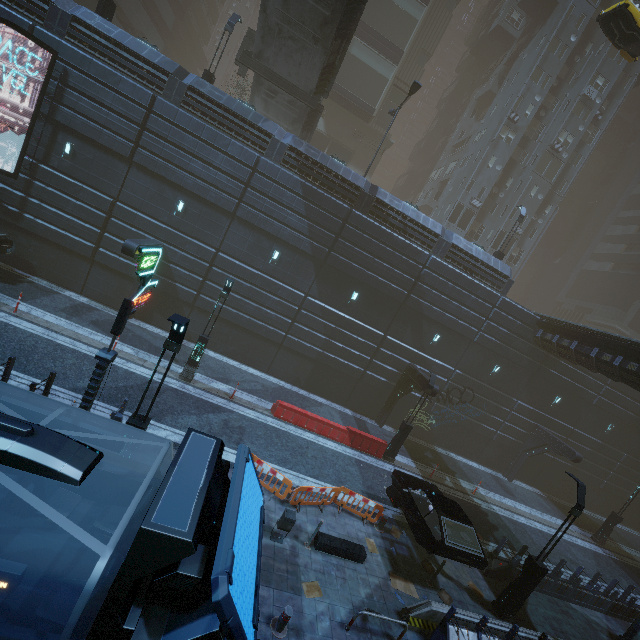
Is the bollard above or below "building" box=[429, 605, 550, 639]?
below

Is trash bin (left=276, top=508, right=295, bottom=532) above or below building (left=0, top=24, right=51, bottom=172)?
below

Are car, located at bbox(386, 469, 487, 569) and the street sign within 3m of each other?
no

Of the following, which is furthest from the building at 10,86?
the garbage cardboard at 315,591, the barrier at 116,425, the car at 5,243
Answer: the garbage cardboard at 315,591

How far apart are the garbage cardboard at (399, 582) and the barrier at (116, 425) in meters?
9.1

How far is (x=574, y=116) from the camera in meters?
33.6 m

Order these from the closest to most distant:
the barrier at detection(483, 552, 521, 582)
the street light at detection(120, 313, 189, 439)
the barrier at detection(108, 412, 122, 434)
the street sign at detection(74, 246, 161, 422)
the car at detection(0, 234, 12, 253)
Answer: the street light at detection(120, 313, 189, 439) < the street sign at detection(74, 246, 161, 422) < the barrier at detection(108, 412, 122, 434) < the barrier at detection(483, 552, 521, 582) < the car at detection(0, 234, 12, 253)

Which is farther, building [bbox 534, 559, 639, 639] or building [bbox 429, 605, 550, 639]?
building [bbox 534, 559, 639, 639]
